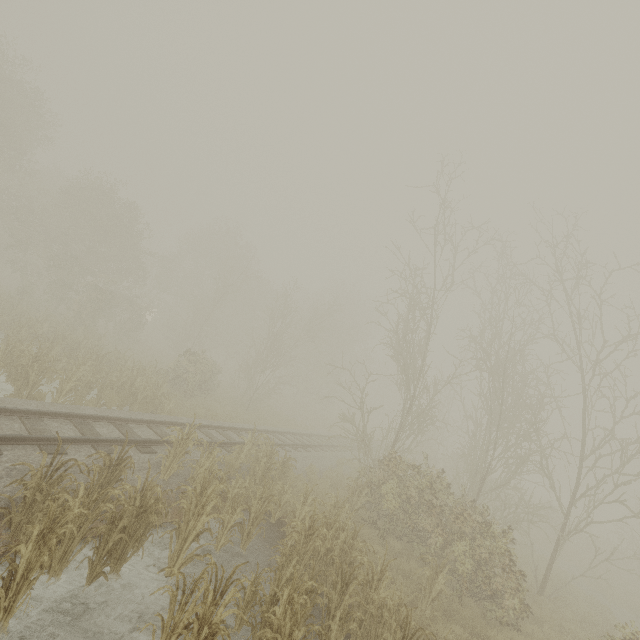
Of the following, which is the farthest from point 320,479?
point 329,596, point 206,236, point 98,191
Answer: point 206,236
